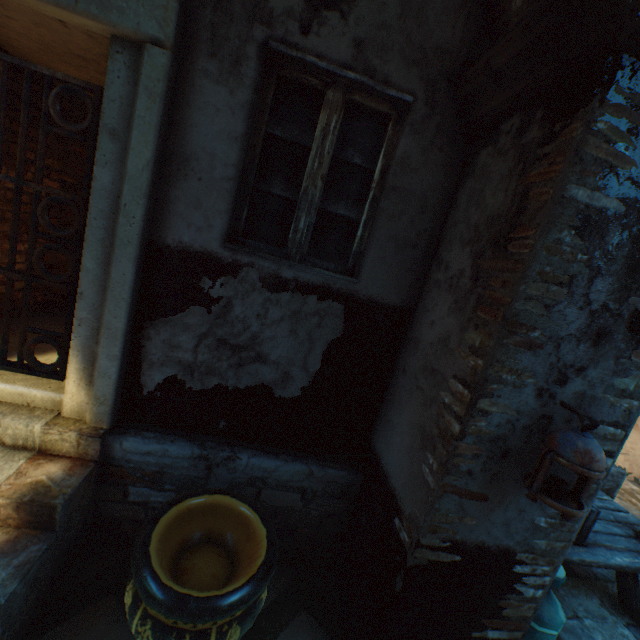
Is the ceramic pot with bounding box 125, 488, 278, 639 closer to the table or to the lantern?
the lantern

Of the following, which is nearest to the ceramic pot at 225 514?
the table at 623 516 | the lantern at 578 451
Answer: the lantern at 578 451

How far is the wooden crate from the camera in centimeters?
289cm

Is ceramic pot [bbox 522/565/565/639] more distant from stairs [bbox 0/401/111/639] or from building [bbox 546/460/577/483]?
stairs [bbox 0/401/111/639]

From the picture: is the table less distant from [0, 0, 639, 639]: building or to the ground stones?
[0, 0, 639, 639]: building

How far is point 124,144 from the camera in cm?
200

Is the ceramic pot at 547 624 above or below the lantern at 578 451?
below

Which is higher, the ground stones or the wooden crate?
the wooden crate
